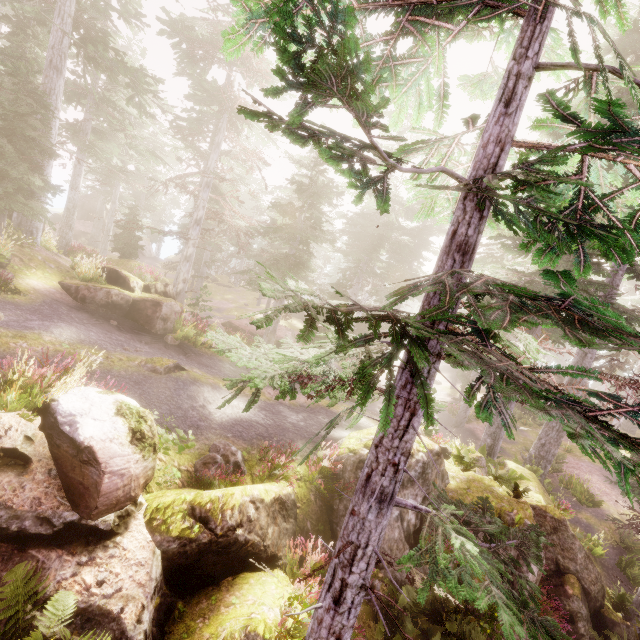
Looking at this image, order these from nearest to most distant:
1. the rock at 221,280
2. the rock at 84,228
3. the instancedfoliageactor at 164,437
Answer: the instancedfoliageactor at 164,437
the rock at 84,228
the rock at 221,280

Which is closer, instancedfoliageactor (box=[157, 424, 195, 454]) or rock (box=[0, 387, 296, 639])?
rock (box=[0, 387, 296, 639])

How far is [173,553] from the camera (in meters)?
5.75

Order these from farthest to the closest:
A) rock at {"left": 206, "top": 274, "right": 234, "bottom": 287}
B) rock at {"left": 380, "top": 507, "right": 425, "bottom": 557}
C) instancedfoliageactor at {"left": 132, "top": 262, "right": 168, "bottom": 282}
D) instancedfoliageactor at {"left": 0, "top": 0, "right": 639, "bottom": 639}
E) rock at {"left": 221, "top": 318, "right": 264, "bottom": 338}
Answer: rock at {"left": 206, "top": 274, "right": 234, "bottom": 287}
rock at {"left": 221, "top": 318, "right": 264, "bottom": 338}
instancedfoliageactor at {"left": 132, "top": 262, "right": 168, "bottom": 282}
rock at {"left": 380, "top": 507, "right": 425, "bottom": 557}
instancedfoliageactor at {"left": 0, "top": 0, "right": 639, "bottom": 639}

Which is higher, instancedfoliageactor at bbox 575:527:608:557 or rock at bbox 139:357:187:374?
rock at bbox 139:357:187:374

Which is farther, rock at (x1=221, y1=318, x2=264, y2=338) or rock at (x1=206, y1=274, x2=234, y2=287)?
rock at (x1=206, y1=274, x2=234, y2=287)

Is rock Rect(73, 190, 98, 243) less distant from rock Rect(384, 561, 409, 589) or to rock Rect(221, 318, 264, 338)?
rock Rect(384, 561, 409, 589)

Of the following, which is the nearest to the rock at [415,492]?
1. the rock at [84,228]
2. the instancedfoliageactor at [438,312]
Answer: the instancedfoliageactor at [438,312]
